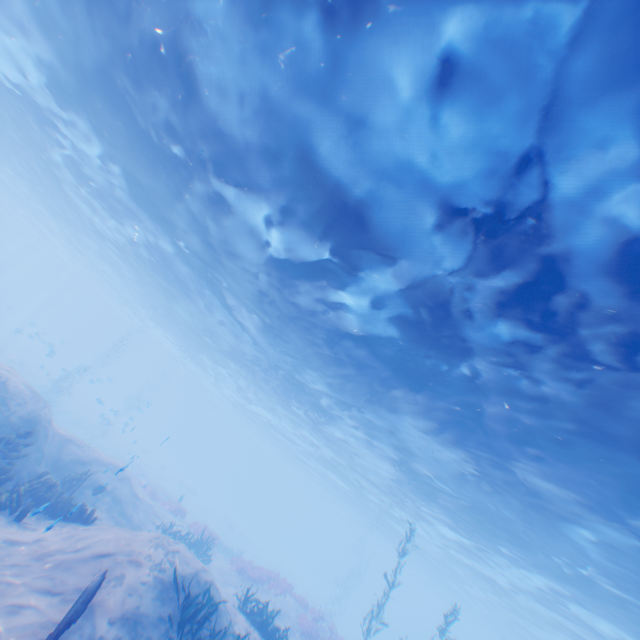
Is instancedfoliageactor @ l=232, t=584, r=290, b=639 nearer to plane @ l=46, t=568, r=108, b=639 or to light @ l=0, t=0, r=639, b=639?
plane @ l=46, t=568, r=108, b=639

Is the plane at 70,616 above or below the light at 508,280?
below

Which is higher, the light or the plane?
the light

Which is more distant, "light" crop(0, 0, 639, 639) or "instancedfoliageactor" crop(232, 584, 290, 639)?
"instancedfoliageactor" crop(232, 584, 290, 639)

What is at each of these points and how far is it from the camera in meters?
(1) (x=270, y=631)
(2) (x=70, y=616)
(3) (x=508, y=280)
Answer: (1) instancedfoliageactor, 11.3
(2) plane, 5.7
(3) light, 7.8

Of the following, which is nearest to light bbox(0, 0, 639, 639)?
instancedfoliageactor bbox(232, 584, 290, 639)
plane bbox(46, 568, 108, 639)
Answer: plane bbox(46, 568, 108, 639)

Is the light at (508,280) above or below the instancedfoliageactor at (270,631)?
above
